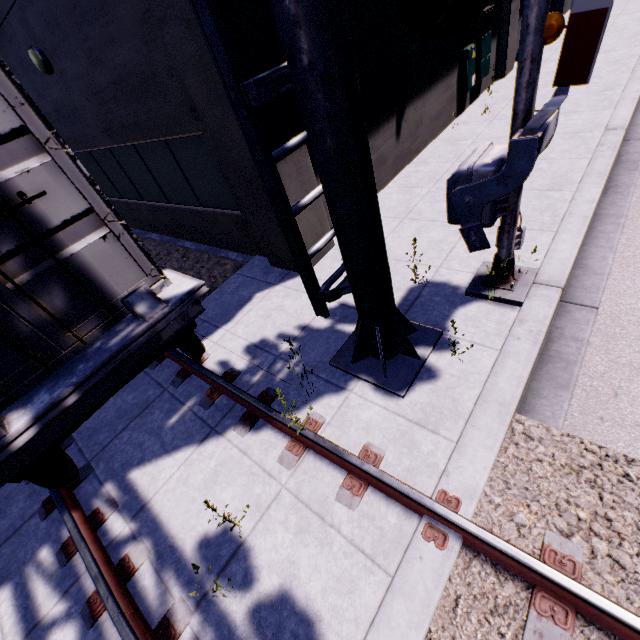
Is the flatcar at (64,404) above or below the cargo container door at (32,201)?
below

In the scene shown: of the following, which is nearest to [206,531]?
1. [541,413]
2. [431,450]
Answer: [431,450]

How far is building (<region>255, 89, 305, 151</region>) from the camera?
4.4 meters

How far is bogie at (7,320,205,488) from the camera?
3.3m

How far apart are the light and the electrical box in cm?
970

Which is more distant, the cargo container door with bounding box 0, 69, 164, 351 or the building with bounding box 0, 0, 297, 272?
the building with bounding box 0, 0, 297, 272

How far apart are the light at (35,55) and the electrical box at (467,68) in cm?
970
